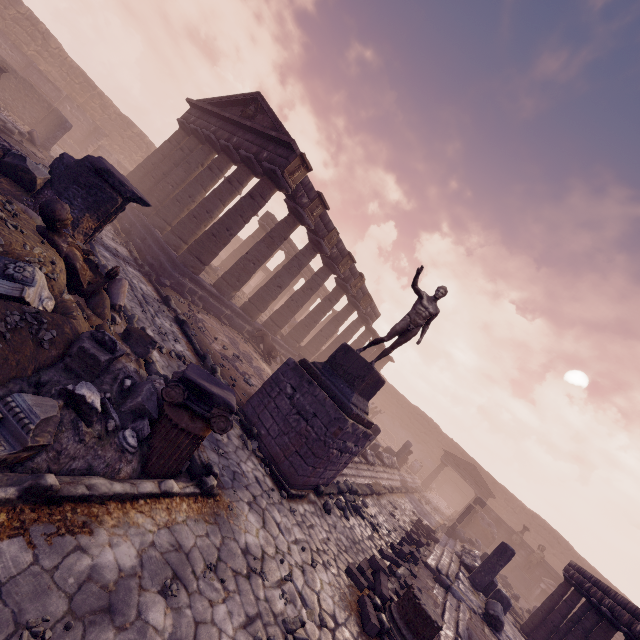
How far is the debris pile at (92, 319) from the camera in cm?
525

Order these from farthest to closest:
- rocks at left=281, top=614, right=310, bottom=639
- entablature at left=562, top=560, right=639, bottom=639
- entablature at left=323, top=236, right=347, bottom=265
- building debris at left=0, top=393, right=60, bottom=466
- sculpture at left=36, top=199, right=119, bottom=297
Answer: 1. entablature at left=323, top=236, right=347, bottom=265
2. entablature at left=562, top=560, right=639, bottom=639
3. sculpture at left=36, top=199, right=119, bottom=297
4. rocks at left=281, top=614, right=310, bottom=639
5. building debris at left=0, top=393, right=60, bottom=466

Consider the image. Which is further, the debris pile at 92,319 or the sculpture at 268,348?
the sculpture at 268,348

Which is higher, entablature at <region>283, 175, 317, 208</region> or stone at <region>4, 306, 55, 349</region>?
entablature at <region>283, 175, 317, 208</region>

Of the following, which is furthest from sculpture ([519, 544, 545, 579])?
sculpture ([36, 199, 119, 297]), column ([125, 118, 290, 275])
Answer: column ([125, 118, 290, 275])

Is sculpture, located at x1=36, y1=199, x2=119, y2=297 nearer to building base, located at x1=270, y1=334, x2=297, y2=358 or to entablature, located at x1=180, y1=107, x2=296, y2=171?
building base, located at x1=270, y1=334, x2=297, y2=358

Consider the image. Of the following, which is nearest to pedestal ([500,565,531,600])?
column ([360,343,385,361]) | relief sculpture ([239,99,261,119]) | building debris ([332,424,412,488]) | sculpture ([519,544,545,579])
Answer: sculpture ([519,544,545,579])

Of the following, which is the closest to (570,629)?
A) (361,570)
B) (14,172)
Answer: (361,570)
